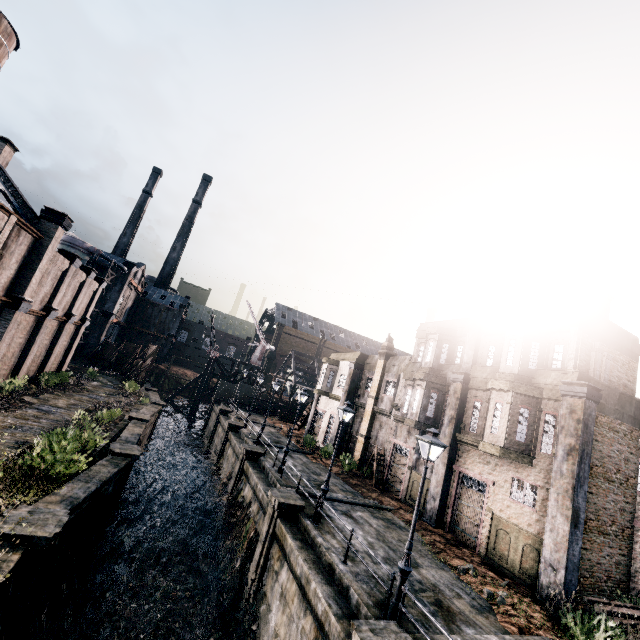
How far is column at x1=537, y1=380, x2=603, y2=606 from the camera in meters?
13.5

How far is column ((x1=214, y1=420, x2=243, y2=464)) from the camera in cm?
3142

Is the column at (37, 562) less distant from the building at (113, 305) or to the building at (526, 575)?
the building at (113, 305)

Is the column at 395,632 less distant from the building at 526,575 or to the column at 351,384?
the building at 526,575

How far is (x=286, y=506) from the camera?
15.4 meters

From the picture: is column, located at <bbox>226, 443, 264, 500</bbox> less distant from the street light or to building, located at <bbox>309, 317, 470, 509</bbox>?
building, located at <bbox>309, 317, 470, 509</bbox>

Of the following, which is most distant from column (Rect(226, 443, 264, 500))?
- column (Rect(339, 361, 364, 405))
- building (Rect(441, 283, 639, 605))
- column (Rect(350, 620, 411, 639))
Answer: column (Rect(350, 620, 411, 639))

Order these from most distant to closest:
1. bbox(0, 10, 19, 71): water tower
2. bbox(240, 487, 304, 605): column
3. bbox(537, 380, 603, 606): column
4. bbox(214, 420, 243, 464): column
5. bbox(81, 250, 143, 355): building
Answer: bbox(81, 250, 143, 355): building → bbox(214, 420, 243, 464): column → bbox(0, 10, 19, 71): water tower → bbox(240, 487, 304, 605): column → bbox(537, 380, 603, 606): column
